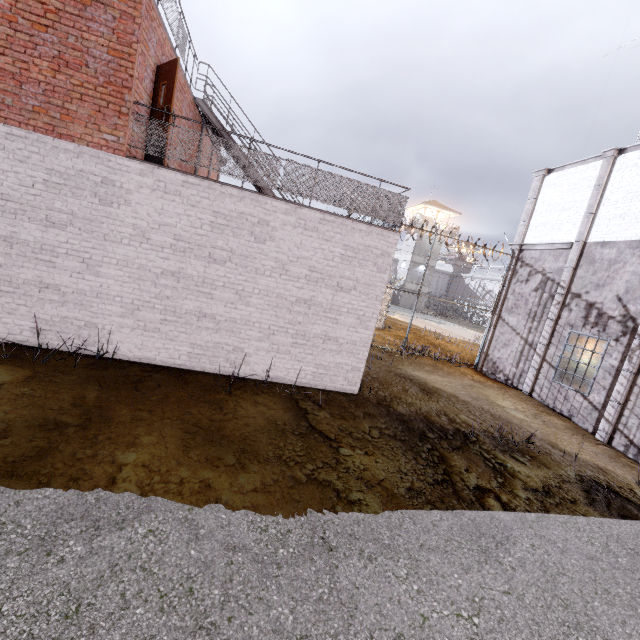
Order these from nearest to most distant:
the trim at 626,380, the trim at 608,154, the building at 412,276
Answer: the trim at 626,380 < the trim at 608,154 < the building at 412,276

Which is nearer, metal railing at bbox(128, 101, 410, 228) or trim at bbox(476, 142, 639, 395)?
metal railing at bbox(128, 101, 410, 228)

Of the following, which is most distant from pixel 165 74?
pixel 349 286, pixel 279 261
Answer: pixel 349 286

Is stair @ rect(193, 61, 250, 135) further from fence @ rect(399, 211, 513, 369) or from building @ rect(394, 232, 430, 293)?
building @ rect(394, 232, 430, 293)

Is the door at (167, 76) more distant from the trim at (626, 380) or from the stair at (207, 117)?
the trim at (626, 380)

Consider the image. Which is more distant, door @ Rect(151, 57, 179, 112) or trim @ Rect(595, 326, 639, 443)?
trim @ Rect(595, 326, 639, 443)

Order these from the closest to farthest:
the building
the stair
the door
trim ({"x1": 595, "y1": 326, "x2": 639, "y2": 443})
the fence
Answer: the door → trim ({"x1": 595, "y1": 326, "x2": 639, "y2": 443}) → the stair → the fence → the building

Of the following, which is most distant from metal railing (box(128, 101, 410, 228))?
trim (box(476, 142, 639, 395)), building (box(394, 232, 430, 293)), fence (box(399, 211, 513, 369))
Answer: building (box(394, 232, 430, 293))
